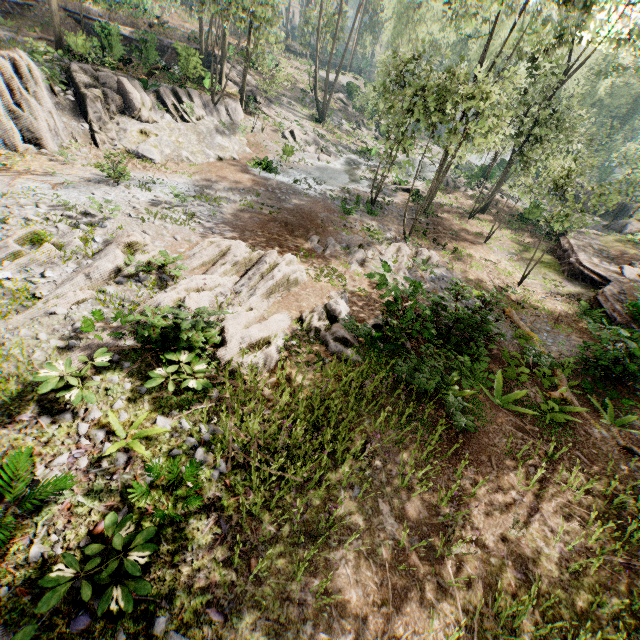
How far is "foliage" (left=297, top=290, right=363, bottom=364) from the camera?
9.9m

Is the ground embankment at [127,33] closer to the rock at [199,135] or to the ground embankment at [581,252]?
the rock at [199,135]

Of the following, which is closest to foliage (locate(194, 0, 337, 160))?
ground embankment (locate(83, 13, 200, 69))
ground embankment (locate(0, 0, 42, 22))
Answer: ground embankment (locate(83, 13, 200, 69))

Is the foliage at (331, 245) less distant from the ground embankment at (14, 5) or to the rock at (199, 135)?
the rock at (199, 135)

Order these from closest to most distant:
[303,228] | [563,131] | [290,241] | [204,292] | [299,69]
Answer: [204,292] → [290,241] → [303,228] → [563,131] → [299,69]

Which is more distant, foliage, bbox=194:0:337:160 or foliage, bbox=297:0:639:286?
foliage, bbox=194:0:337:160
